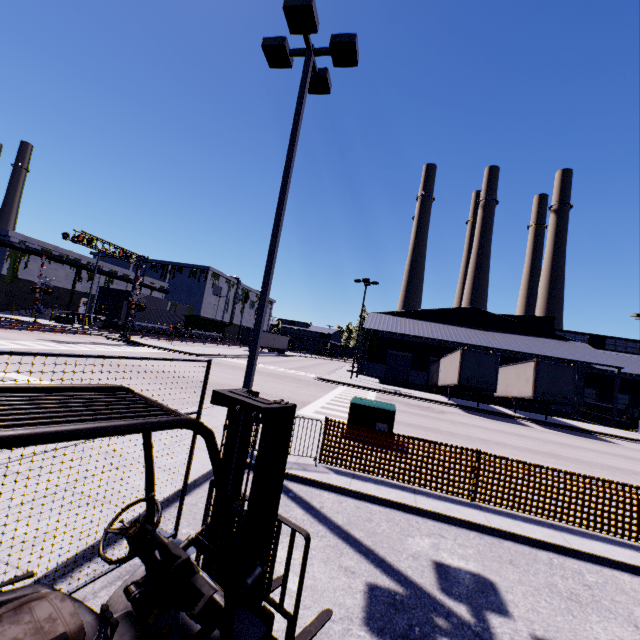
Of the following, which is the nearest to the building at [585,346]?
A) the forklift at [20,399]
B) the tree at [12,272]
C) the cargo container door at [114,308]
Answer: the tree at [12,272]

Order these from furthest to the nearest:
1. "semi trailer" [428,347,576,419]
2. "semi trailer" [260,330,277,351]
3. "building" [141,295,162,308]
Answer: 1. "building" [141,295,162,308]
2. "semi trailer" [260,330,277,351]
3. "semi trailer" [428,347,576,419]

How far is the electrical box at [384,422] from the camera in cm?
939

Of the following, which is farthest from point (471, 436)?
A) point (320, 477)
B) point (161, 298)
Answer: point (161, 298)

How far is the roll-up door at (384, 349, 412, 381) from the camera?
39.31m

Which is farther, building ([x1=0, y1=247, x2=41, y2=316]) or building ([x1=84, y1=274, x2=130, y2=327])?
building ([x1=84, y1=274, x2=130, y2=327])

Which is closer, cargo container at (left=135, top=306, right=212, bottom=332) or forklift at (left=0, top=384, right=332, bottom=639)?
forklift at (left=0, top=384, right=332, bottom=639)

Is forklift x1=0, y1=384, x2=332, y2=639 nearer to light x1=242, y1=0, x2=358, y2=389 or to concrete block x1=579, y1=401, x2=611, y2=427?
light x1=242, y1=0, x2=358, y2=389
